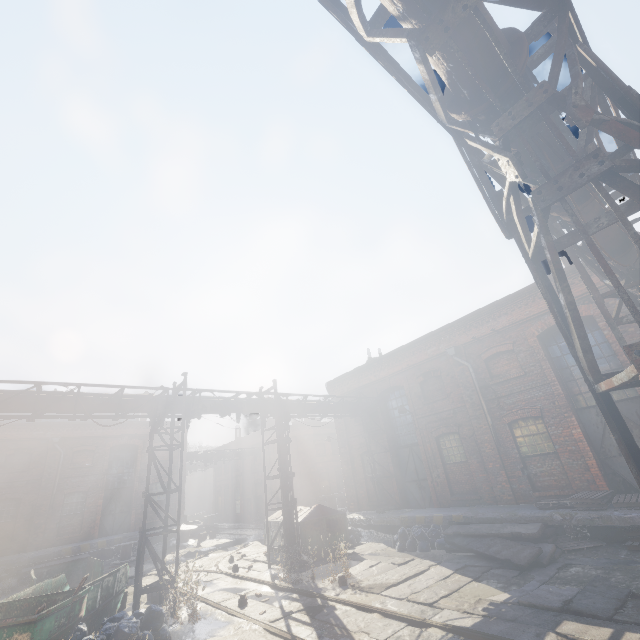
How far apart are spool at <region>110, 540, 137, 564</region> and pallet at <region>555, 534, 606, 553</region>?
22.4m

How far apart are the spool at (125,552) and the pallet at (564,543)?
22.37m

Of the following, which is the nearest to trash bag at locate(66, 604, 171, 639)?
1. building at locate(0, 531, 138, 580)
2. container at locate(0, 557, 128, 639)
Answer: container at locate(0, 557, 128, 639)

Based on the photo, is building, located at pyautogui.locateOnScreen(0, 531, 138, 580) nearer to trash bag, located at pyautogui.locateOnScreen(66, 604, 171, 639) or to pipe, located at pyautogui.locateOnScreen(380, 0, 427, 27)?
pipe, located at pyautogui.locateOnScreen(380, 0, 427, 27)

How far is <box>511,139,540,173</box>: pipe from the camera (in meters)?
3.59

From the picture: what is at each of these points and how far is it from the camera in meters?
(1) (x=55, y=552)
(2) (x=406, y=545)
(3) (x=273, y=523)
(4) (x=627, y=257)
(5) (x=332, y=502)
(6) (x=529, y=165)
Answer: (1) building, 19.0 m
(2) trash bag, 12.0 m
(3) trash container, 15.2 m
(4) pipe, 6.3 m
(5) spool, 20.0 m
(6) pipe, 3.9 m

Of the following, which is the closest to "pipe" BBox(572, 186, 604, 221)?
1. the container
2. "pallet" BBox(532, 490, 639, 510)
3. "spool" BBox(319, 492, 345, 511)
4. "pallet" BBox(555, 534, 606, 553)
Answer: the container

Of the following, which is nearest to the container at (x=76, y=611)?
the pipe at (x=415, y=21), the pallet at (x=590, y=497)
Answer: the pipe at (x=415, y=21)
